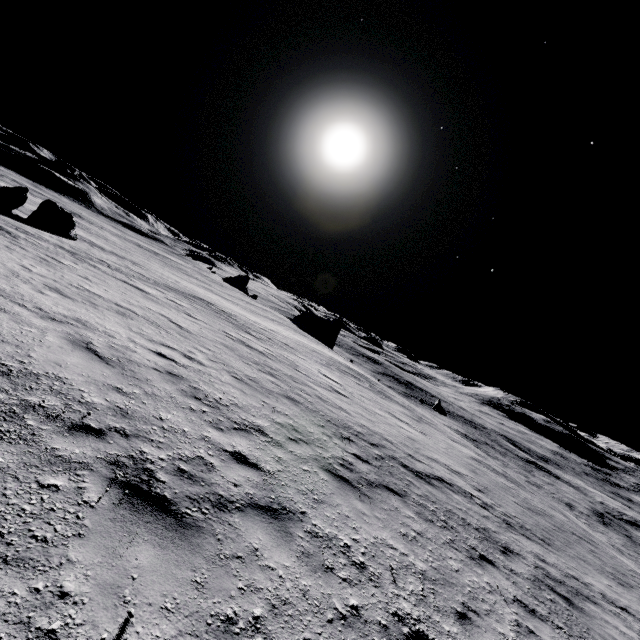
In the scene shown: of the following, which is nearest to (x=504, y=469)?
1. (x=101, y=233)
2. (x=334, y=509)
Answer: (x=334, y=509)

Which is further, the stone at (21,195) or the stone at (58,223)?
the stone at (58,223)

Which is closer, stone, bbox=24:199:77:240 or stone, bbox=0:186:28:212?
stone, bbox=0:186:28:212

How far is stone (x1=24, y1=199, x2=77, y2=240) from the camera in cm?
2302

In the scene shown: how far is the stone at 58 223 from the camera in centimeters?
2302cm
